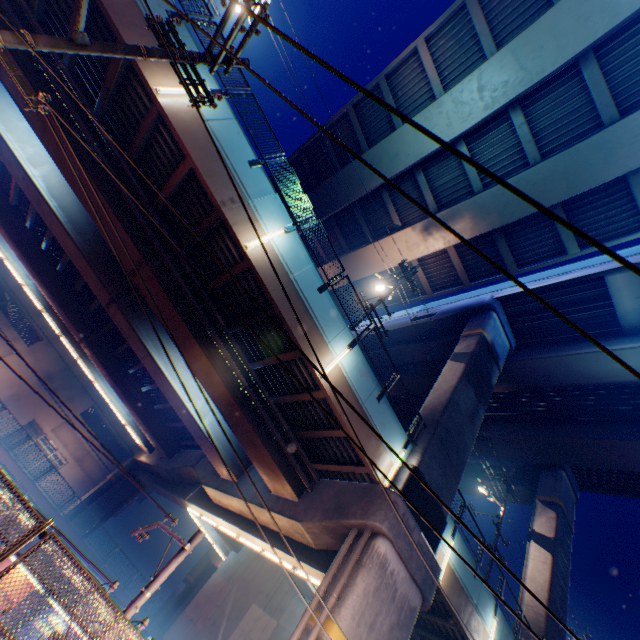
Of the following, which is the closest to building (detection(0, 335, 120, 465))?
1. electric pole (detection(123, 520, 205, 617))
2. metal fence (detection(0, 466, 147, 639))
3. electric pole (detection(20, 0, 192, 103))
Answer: metal fence (detection(0, 466, 147, 639))

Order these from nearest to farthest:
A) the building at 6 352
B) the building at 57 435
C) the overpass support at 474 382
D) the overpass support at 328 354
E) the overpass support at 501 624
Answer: the overpass support at 328 354, the overpass support at 501 624, the overpass support at 474 382, the building at 57 435, the building at 6 352

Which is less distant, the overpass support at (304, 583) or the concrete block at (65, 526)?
the overpass support at (304, 583)

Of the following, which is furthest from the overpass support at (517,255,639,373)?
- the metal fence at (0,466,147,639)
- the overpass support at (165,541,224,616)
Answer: the overpass support at (165,541,224,616)

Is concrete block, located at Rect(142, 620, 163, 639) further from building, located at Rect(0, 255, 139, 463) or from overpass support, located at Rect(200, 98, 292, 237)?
building, located at Rect(0, 255, 139, 463)

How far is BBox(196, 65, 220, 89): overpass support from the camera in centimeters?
1059cm

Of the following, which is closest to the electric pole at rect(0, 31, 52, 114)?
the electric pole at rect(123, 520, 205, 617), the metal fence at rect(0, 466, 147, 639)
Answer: the metal fence at rect(0, 466, 147, 639)

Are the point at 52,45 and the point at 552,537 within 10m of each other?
no
